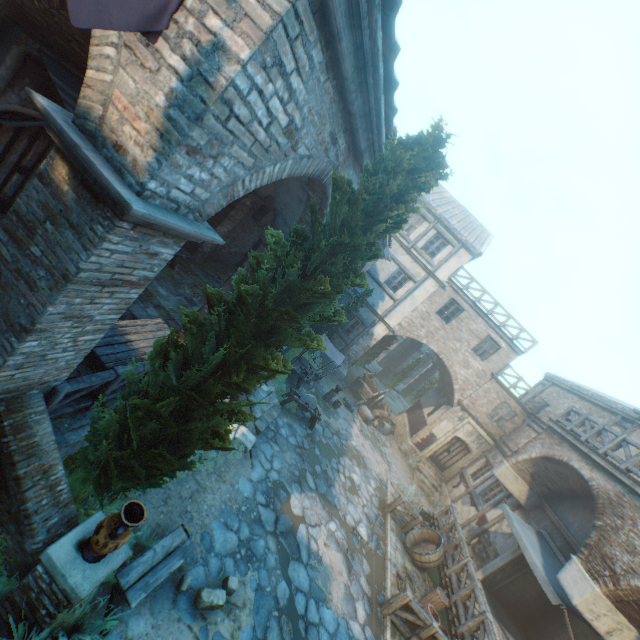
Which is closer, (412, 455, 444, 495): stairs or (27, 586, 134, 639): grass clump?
(27, 586, 134, 639): grass clump

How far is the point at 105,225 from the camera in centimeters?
295cm

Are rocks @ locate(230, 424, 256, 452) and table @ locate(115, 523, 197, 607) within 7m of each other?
yes

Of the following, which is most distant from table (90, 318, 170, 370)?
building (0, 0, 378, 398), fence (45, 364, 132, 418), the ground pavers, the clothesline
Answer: the ground pavers

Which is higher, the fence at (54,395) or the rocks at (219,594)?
the fence at (54,395)

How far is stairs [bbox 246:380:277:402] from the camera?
10.6 meters

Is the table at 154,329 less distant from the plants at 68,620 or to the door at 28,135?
the plants at 68,620

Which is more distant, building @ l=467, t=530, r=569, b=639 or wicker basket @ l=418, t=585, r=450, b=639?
building @ l=467, t=530, r=569, b=639
